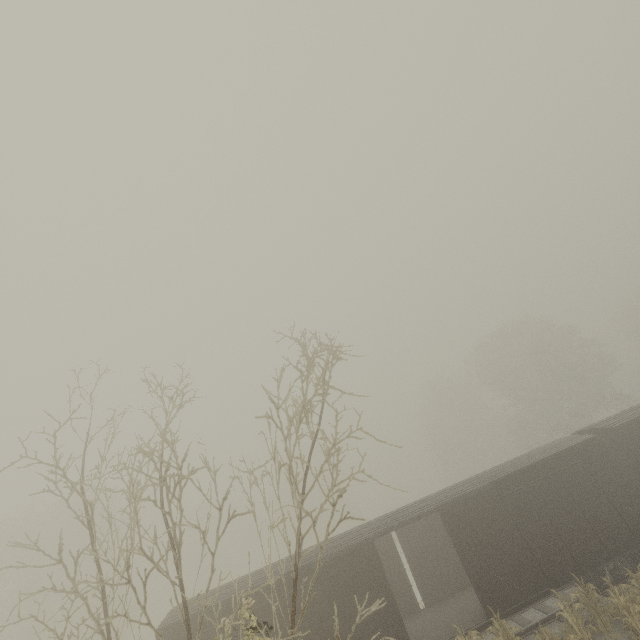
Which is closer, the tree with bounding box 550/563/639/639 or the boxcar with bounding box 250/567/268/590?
the tree with bounding box 550/563/639/639

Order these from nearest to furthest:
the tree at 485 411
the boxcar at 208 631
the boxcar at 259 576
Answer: the boxcar at 208 631 → the boxcar at 259 576 → the tree at 485 411

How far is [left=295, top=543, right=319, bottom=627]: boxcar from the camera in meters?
11.1 m

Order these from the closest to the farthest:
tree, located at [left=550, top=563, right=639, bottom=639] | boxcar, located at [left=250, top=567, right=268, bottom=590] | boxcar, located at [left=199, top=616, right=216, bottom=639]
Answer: tree, located at [left=550, top=563, right=639, bottom=639] < boxcar, located at [left=199, top=616, right=216, bottom=639] < boxcar, located at [left=250, top=567, right=268, bottom=590]

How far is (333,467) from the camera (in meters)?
6.53

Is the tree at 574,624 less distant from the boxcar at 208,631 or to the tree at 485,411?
the boxcar at 208,631

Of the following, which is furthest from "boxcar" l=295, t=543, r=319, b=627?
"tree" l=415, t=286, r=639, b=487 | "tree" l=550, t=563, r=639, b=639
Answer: "tree" l=415, t=286, r=639, b=487
